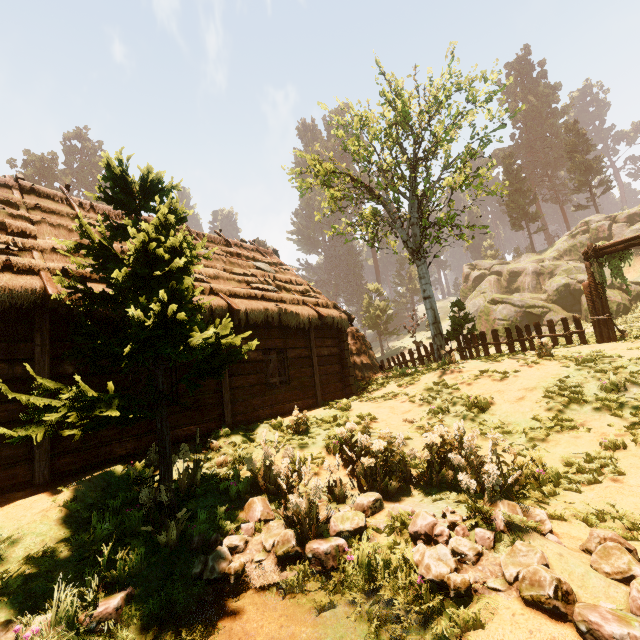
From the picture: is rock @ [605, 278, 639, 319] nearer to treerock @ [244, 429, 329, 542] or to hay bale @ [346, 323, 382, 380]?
treerock @ [244, 429, 329, 542]

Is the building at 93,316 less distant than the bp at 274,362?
Yes

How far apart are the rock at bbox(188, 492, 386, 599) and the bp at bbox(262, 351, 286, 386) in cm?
486

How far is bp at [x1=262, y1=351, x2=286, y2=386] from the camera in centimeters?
1052cm

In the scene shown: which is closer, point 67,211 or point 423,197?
point 67,211

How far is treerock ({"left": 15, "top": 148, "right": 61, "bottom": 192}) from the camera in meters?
54.2 m

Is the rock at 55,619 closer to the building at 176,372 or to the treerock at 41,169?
the treerock at 41,169
